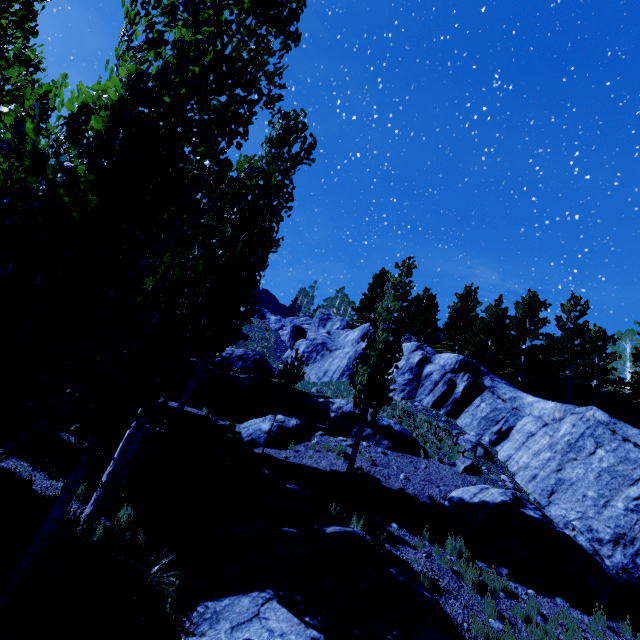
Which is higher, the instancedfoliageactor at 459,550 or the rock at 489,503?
the rock at 489,503

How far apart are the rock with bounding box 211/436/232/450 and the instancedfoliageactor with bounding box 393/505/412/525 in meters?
6.6

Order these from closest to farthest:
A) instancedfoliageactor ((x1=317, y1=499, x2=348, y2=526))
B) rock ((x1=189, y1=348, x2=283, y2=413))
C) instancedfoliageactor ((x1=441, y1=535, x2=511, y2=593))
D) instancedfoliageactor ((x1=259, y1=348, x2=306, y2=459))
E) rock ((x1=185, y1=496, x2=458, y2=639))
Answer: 1. rock ((x1=185, y1=496, x2=458, y2=639))
2. instancedfoliageactor ((x1=441, y1=535, x2=511, y2=593))
3. instancedfoliageactor ((x1=317, y1=499, x2=348, y2=526))
4. instancedfoliageactor ((x1=259, y1=348, x2=306, y2=459))
5. rock ((x1=189, y1=348, x2=283, y2=413))

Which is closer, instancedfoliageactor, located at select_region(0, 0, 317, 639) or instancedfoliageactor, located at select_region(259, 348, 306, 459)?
instancedfoliageactor, located at select_region(0, 0, 317, 639)

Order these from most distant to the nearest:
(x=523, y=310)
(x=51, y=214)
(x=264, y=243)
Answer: (x=523, y=310), (x=264, y=243), (x=51, y=214)

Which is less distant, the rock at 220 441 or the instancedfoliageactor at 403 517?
the instancedfoliageactor at 403 517

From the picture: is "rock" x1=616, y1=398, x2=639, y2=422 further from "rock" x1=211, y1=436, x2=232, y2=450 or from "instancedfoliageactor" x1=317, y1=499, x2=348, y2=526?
"rock" x1=211, y1=436, x2=232, y2=450

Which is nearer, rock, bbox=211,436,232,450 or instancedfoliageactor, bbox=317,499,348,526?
instancedfoliageactor, bbox=317,499,348,526
